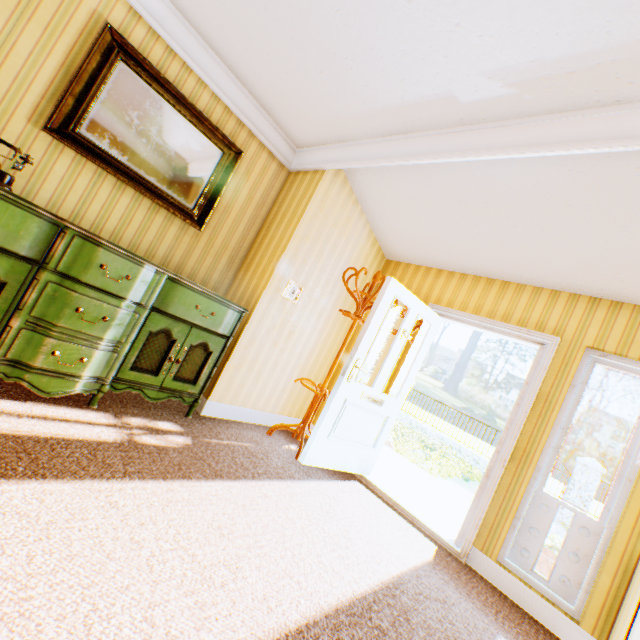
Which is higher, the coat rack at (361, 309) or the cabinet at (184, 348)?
the coat rack at (361, 309)

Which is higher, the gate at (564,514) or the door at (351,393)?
the door at (351,393)

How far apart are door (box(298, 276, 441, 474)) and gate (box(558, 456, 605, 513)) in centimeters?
1227cm

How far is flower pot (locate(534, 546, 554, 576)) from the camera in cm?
302

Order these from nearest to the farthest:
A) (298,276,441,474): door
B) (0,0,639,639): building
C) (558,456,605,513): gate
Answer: (0,0,639,639): building < (298,276,441,474): door < (558,456,605,513): gate

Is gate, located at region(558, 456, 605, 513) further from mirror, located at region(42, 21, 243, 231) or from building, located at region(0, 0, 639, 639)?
mirror, located at region(42, 21, 243, 231)

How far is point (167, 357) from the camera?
2.8m

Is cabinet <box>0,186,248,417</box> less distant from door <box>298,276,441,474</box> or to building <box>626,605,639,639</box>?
building <box>626,605,639,639</box>
